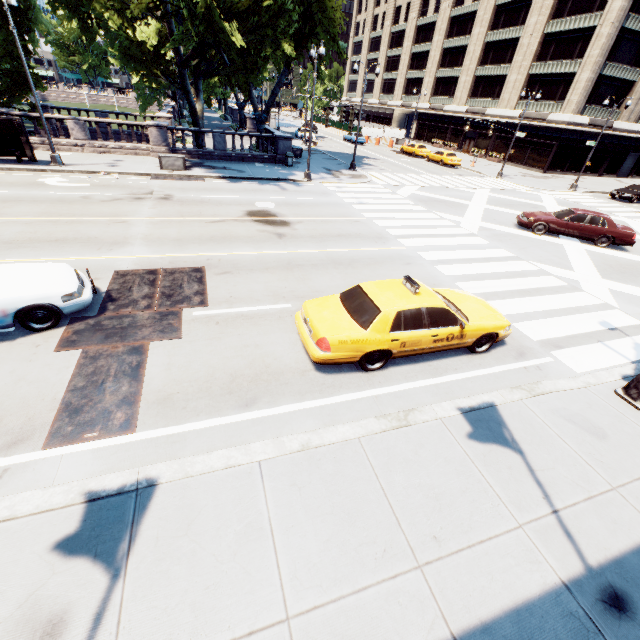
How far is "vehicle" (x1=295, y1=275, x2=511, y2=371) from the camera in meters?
6.5

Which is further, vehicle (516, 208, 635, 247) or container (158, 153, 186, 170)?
container (158, 153, 186, 170)

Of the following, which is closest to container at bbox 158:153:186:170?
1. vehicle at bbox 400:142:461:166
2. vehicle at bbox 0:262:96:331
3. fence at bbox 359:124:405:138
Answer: vehicle at bbox 0:262:96:331

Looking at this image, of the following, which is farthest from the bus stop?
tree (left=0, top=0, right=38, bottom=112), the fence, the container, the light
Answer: the fence

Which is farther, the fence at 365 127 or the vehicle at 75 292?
the fence at 365 127

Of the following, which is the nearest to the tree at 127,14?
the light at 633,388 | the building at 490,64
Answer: the building at 490,64

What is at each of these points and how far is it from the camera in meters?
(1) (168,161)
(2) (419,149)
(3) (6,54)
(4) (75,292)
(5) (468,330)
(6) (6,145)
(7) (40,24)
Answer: (1) container, 20.2
(2) vehicle, 40.5
(3) tree, 20.0
(4) vehicle, 7.1
(5) vehicle, 7.2
(6) bus stop, 18.0
(7) tree, 24.2

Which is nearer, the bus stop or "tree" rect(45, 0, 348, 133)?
"tree" rect(45, 0, 348, 133)
